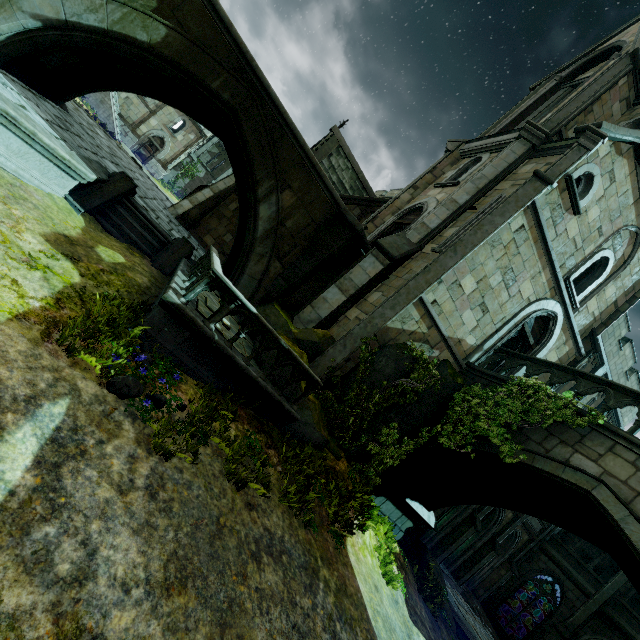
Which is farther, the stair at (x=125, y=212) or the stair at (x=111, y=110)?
the stair at (x=111, y=110)

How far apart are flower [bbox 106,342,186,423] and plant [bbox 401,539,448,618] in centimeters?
1072cm

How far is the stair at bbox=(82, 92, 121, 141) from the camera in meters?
29.9

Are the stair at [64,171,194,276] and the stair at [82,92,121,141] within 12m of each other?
no

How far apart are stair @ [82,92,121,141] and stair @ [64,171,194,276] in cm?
2924

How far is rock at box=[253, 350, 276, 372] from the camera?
7.7 meters

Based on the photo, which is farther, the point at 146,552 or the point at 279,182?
the point at 279,182

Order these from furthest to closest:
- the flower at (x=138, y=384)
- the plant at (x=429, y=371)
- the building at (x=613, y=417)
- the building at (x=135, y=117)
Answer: the building at (x=135, y=117)
the building at (x=613, y=417)
the plant at (x=429, y=371)
the flower at (x=138, y=384)
